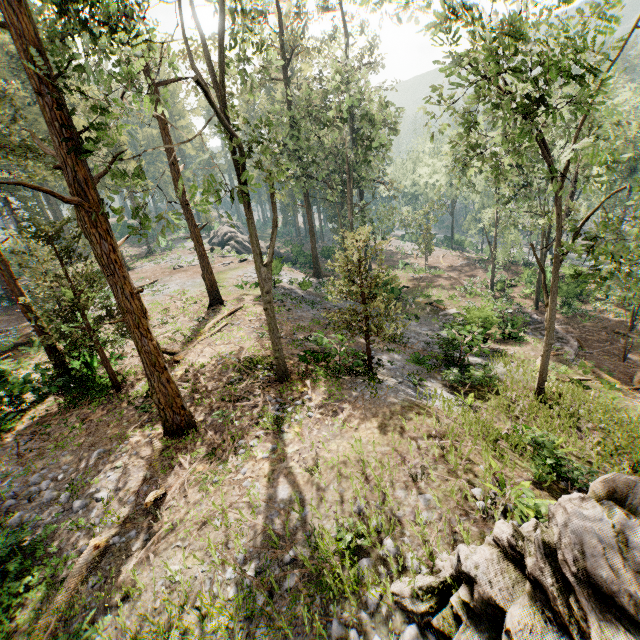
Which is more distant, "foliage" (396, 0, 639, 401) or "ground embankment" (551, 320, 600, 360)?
"ground embankment" (551, 320, 600, 360)

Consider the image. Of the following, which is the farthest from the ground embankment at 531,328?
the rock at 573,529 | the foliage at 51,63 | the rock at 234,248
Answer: the rock at 234,248

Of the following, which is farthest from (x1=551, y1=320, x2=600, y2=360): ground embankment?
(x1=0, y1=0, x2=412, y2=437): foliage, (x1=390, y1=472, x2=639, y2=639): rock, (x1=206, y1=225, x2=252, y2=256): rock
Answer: (x1=206, y1=225, x2=252, y2=256): rock

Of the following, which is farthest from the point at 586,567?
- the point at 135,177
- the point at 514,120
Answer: the point at 135,177

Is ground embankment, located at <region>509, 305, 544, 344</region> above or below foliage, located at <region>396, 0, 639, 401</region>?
below

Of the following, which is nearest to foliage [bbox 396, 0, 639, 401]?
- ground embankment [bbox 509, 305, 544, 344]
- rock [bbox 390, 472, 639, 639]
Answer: rock [bbox 390, 472, 639, 639]

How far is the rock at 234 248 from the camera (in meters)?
45.52
